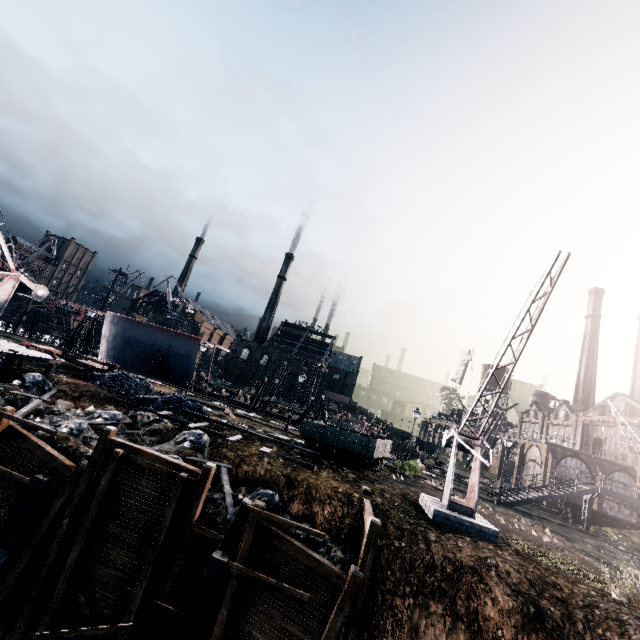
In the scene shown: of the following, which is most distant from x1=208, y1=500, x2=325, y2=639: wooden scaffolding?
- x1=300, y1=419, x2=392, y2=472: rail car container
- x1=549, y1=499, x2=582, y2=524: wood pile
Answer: x1=549, y1=499, x2=582, y2=524: wood pile

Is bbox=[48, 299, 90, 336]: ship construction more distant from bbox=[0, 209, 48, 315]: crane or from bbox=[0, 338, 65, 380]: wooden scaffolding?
bbox=[0, 209, 48, 315]: crane

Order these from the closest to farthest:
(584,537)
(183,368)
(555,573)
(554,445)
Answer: (555,573) → (584,537) → (183,368) → (554,445)

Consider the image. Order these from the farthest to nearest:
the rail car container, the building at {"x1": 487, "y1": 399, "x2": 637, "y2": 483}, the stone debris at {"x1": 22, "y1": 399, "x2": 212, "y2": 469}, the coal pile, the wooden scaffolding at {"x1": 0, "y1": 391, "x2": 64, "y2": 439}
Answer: the building at {"x1": 487, "y1": 399, "x2": 637, "y2": 483}
the coal pile
the rail car container
the stone debris at {"x1": 22, "y1": 399, "x2": 212, "y2": 469}
the wooden scaffolding at {"x1": 0, "y1": 391, "x2": 64, "y2": 439}

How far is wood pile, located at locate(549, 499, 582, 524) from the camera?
30.2m

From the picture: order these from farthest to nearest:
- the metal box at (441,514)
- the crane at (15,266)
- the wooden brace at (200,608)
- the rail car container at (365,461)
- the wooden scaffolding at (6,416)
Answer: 1. the rail car container at (365,461)
2. the crane at (15,266)
3. the metal box at (441,514)
4. the wooden scaffolding at (6,416)
5. the wooden brace at (200,608)

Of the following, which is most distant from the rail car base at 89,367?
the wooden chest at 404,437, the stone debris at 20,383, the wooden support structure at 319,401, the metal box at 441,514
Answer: the wooden chest at 404,437

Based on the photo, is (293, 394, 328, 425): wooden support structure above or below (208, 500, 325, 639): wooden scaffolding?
above
